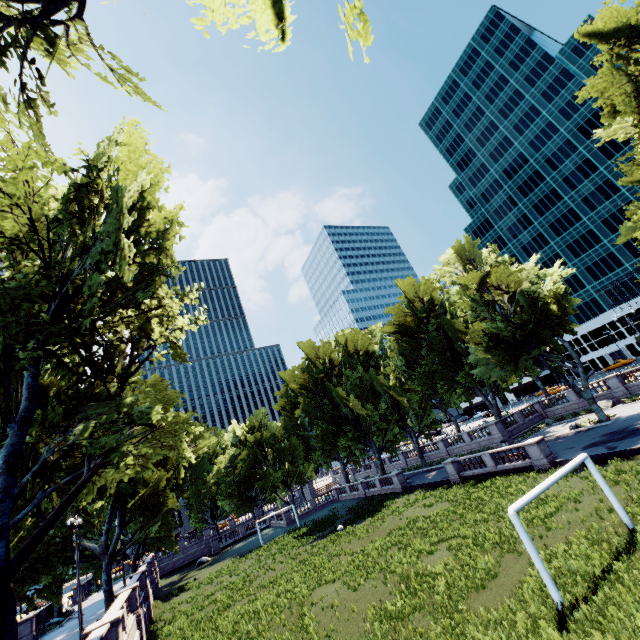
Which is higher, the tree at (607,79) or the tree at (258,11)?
the tree at (607,79)

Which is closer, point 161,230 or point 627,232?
point 161,230

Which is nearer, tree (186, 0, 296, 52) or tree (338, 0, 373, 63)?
tree (338, 0, 373, 63)

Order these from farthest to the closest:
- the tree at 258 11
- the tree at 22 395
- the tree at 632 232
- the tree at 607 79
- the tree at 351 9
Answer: the tree at 632 232 → the tree at 607 79 → the tree at 22 395 → the tree at 258 11 → the tree at 351 9

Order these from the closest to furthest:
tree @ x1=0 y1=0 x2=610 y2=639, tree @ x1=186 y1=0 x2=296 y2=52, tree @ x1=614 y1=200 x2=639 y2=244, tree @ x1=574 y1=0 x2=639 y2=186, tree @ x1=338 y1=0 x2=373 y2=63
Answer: tree @ x1=338 y1=0 x2=373 y2=63, tree @ x1=186 y1=0 x2=296 y2=52, tree @ x1=0 y1=0 x2=610 y2=639, tree @ x1=574 y1=0 x2=639 y2=186, tree @ x1=614 y1=200 x2=639 y2=244
